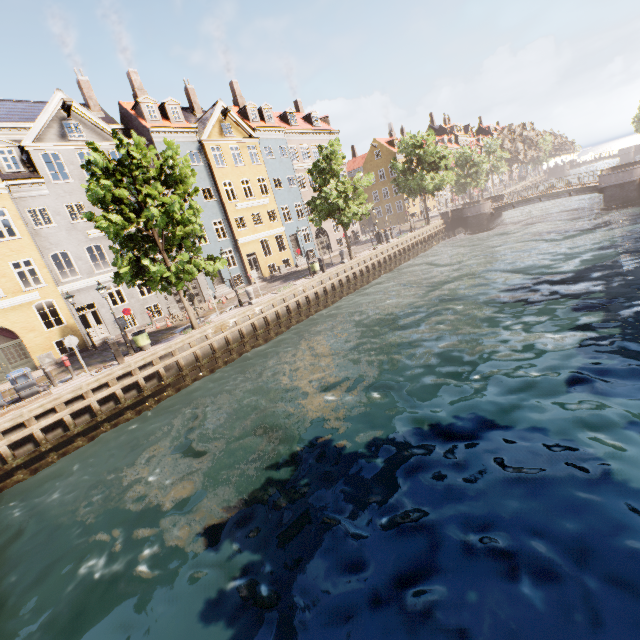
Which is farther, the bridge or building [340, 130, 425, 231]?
building [340, 130, 425, 231]

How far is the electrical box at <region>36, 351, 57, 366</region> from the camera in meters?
19.6 m

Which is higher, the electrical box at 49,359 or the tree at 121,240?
the tree at 121,240

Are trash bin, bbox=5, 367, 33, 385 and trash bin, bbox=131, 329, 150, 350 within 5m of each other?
yes

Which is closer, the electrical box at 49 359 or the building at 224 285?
the electrical box at 49 359

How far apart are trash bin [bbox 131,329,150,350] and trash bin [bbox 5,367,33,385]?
4.2 meters

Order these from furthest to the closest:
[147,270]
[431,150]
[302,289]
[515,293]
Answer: [431,150] → [302,289] → [515,293] → [147,270]

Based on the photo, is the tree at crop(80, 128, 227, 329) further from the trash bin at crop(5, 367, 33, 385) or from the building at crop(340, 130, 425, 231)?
the trash bin at crop(5, 367, 33, 385)
